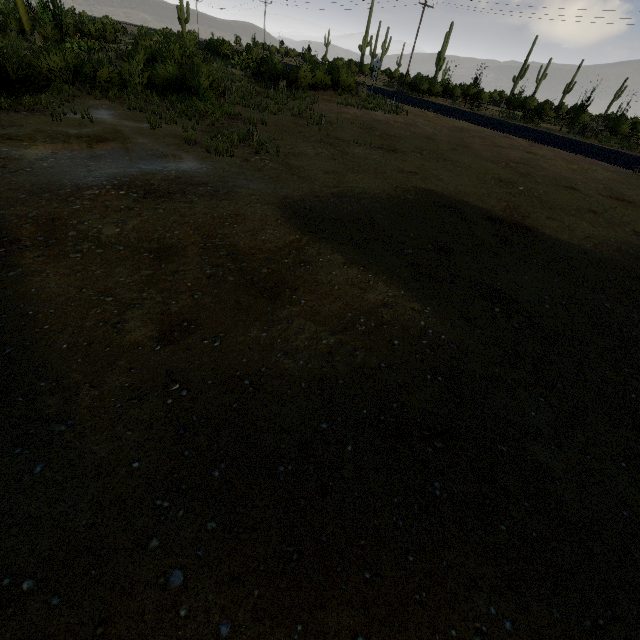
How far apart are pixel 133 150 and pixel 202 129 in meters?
4.0 m
